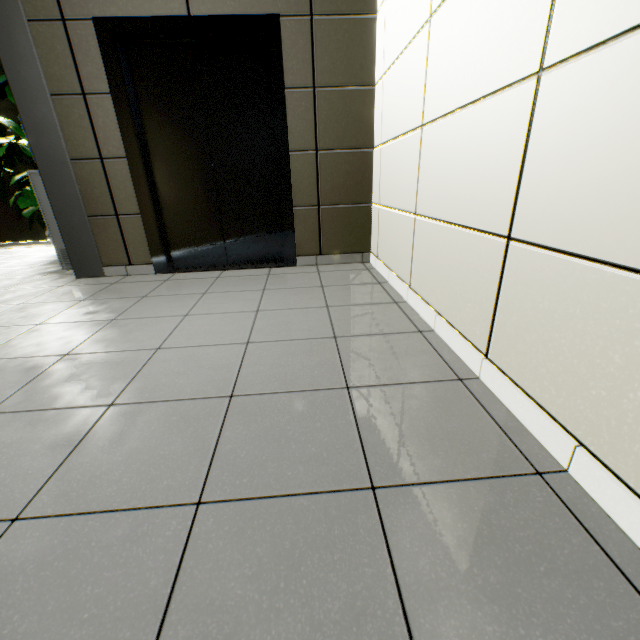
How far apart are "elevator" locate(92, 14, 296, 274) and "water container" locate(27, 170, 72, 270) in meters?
0.9

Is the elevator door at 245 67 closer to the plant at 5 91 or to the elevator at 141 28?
the elevator at 141 28

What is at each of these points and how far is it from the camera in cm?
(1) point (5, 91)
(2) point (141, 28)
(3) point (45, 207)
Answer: (1) plant, 417
(2) elevator, 261
(3) water container, 342

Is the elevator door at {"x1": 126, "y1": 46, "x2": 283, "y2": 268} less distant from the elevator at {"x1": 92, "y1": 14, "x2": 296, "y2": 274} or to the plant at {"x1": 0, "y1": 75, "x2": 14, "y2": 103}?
the elevator at {"x1": 92, "y1": 14, "x2": 296, "y2": 274}

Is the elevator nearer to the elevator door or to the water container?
the elevator door

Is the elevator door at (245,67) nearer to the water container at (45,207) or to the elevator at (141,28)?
the elevator at (141,28)

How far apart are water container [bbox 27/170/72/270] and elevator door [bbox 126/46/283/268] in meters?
1.1 m
